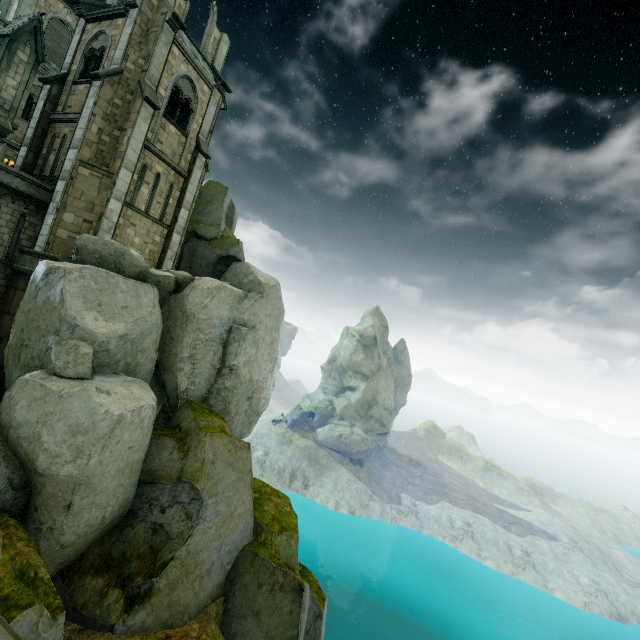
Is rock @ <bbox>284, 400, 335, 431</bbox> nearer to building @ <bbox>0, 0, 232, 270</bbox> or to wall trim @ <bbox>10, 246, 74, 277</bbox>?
building @ <bbox>0, 0, 232, 270</bbox>

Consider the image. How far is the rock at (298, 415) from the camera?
56.3m

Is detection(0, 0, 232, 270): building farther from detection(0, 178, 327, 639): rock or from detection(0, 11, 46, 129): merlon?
detection(0, 11, 46, 129): merlon

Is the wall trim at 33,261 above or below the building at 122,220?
below

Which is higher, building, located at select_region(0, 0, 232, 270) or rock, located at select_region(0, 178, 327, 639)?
building, located at select_region(0, 0, 232, 270)

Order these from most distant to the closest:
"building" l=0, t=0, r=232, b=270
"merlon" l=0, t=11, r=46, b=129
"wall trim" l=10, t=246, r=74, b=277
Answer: "building" l=0, t=0, r=232, b=270, "wall trim" l=10, t=246, r=74, b=277, "merlon" l=0, t=11, r=46, b=129

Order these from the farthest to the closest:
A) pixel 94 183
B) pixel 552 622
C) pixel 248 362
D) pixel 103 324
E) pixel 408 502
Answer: pixel 408 502 → pixel 552 622 → pixel 248 362 → pixel 94 183 → pixel 103 324

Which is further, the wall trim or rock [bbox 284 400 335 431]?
rock [bbox 284 400 335 431]
